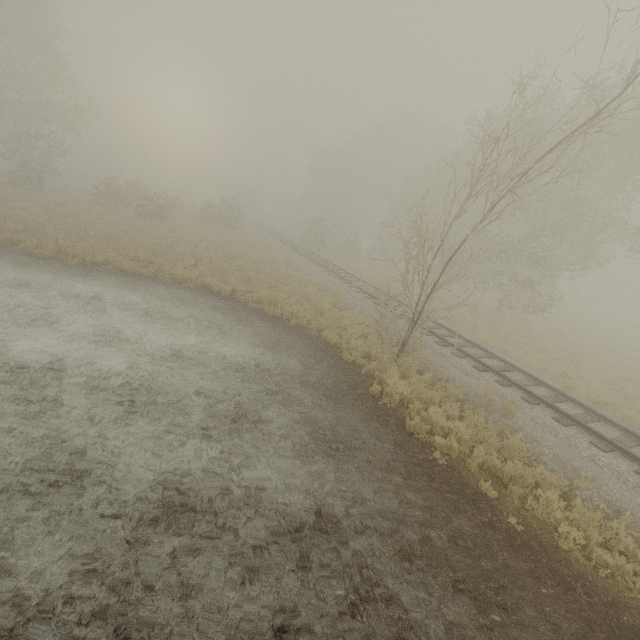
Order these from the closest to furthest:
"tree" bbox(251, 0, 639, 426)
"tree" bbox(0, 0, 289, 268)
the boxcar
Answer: "tree" bbox(251, 0, 639, 426) → "tree" bbox(0, 0, 289, 268) → the boxcar

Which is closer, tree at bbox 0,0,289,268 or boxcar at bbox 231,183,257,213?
tree at bbox 0,0,289,268

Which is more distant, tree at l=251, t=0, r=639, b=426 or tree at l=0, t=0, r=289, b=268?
tree at l=0, t=0, r=289, b=268

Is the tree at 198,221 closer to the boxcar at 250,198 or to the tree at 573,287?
the boxcar at 250,198

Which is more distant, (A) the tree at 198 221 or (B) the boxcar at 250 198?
(B) the boxcar at 250 198

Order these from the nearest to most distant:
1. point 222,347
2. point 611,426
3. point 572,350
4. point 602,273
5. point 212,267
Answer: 1. point 611,426
2. point 222,347
3. point 212,267
4. point 572,350
5. point 602,273

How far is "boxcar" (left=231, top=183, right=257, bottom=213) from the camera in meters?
54.7

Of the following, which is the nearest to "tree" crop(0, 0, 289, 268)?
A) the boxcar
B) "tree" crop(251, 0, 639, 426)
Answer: the boxcar
